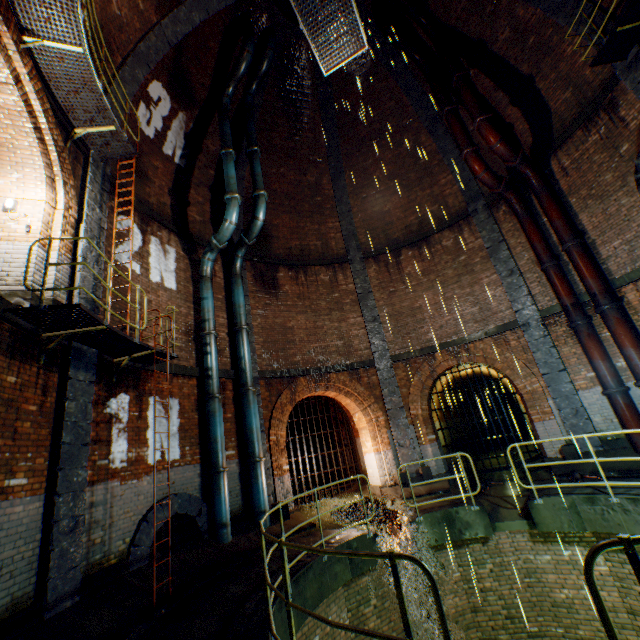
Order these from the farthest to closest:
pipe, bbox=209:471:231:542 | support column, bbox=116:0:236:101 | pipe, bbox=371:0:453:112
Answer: pipe, bbox=371:0:453:112 < support column, bbox=116:0:236:101 < pipe, bbox=209:471:231:542

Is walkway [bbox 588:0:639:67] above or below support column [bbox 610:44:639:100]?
above

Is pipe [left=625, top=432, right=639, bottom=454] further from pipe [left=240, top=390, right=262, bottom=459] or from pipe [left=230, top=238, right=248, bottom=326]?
pipe [left=230, top=238, right=248, bottom=326]

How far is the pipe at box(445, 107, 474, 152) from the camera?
10.9 meters

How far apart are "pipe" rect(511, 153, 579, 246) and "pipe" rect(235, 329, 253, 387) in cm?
925

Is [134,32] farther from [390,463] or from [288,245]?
[390,463]

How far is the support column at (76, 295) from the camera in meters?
6.5 m

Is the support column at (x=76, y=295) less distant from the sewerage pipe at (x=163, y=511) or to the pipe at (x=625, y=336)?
the sewerage pipe at (x=163, y=511)
